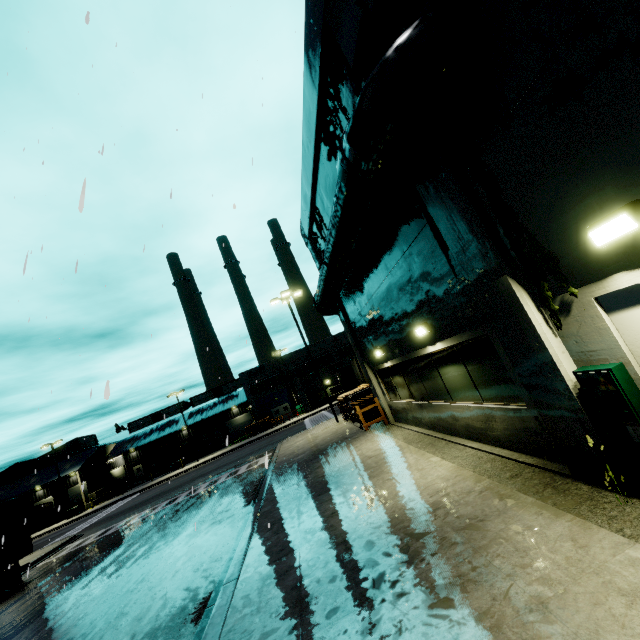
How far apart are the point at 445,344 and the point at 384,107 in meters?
5.2 m

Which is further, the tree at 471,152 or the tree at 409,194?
the tree at 409,194

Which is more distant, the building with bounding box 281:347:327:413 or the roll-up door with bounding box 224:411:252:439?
the roll-up door with bounding box 224:411:252:439

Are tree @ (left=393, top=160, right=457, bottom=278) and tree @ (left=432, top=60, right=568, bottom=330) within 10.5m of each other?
yes

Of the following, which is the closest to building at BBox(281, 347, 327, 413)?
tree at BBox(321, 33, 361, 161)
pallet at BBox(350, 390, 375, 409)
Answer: tree at BBox(321, 33, 361, 161)

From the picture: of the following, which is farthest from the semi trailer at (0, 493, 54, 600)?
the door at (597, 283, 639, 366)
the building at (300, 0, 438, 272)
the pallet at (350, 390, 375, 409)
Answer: the pallet at (350, 390, 375, 409)

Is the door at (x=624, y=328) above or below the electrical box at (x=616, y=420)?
above

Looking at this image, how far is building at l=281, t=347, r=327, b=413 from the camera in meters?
45.9
